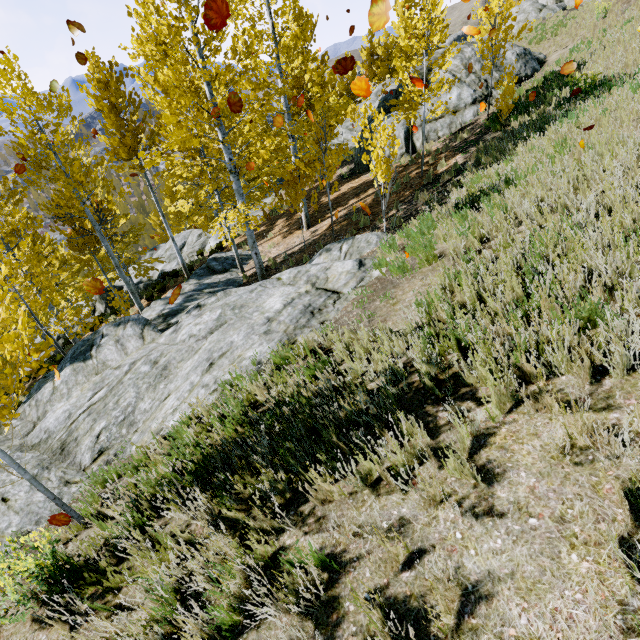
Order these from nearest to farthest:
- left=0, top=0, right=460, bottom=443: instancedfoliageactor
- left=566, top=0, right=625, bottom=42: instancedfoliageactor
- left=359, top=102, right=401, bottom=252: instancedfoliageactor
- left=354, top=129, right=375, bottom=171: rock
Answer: left=359, top=102, right=401, bottom=252: instancedfoliageactor, left=0, top=0, right=460, bottom=443: instancedfoliageactor, left=566, top=0, right=625, bottom=42: instancedfoliageactor, left=354, top=129, right=375, bottom=171: rock

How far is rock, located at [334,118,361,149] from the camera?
28.5 meters

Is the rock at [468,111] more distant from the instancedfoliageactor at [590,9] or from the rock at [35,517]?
the rock at [35,517]

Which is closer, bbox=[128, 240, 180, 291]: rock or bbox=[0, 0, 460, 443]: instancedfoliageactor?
bbox=[0, 0, 460, 443]: instancedfoliageactor

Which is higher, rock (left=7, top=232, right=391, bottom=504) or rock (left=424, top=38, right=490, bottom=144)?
rock (left=424, top=38, right=490, bottom=144)

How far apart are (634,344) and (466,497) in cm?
165
